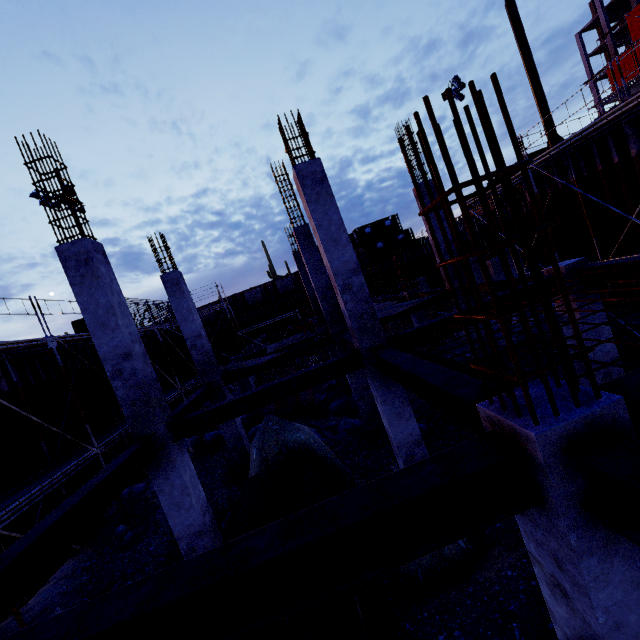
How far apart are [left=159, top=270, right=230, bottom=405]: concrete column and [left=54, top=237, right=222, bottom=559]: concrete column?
4.3m

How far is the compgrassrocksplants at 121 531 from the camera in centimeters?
934cm

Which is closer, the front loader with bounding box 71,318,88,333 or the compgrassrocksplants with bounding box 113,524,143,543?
the compgrassrocksplants with bounding box 113,524,143,543

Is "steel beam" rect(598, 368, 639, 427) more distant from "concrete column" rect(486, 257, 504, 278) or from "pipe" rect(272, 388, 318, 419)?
"concrete column" rect(486, 257, 504, 278)

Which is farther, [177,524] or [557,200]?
[557,200]

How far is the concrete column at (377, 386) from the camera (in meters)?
6.71

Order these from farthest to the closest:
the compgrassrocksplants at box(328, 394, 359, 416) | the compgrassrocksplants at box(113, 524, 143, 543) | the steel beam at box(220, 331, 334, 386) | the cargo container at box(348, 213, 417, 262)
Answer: the cargo container at box(348, 213, 417, 262), the compgrassrocksplants at box(328, 394, 359, 416), the steel beam at box(220, 331, 334, 386), the compgrassrocksplants at box(113, 524, 143, 543)

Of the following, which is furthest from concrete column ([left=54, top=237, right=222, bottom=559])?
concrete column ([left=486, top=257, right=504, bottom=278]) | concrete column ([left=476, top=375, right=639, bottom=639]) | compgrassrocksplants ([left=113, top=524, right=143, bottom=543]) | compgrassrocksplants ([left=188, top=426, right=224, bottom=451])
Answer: concrete column ([left=486, top=257, right=504, bottom=278])
